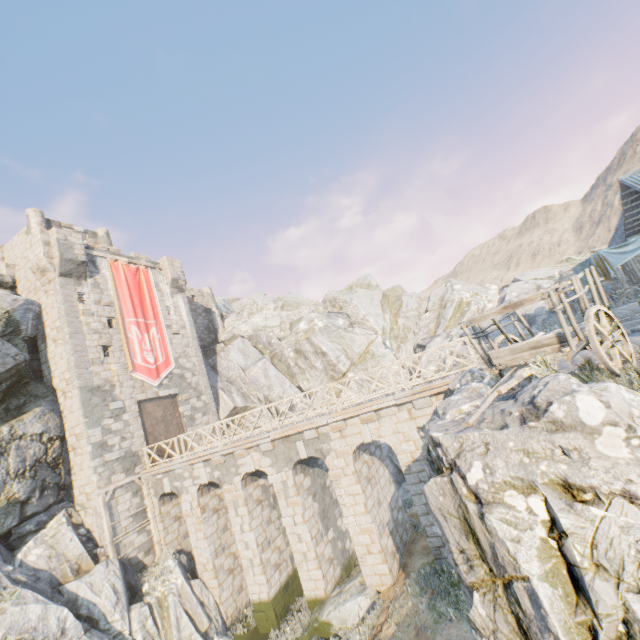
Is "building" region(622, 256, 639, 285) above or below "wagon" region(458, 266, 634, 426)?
above

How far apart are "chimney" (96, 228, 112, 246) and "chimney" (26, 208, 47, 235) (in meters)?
3.19

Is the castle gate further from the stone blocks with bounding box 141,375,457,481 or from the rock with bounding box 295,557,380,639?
the rock with bounding box 295,557,380,639

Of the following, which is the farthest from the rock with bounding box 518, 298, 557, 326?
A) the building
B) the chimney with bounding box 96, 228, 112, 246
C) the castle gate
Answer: the chimney with bounding box 96, 228, 112, 246

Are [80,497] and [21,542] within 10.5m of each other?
yes

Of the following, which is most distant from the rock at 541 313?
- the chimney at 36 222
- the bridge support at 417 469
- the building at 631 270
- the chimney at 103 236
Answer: the chimney at 103 236

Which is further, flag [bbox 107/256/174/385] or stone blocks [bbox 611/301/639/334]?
flag [bbox 107/256/174/385]

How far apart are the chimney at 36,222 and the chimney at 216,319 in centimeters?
1189cm
